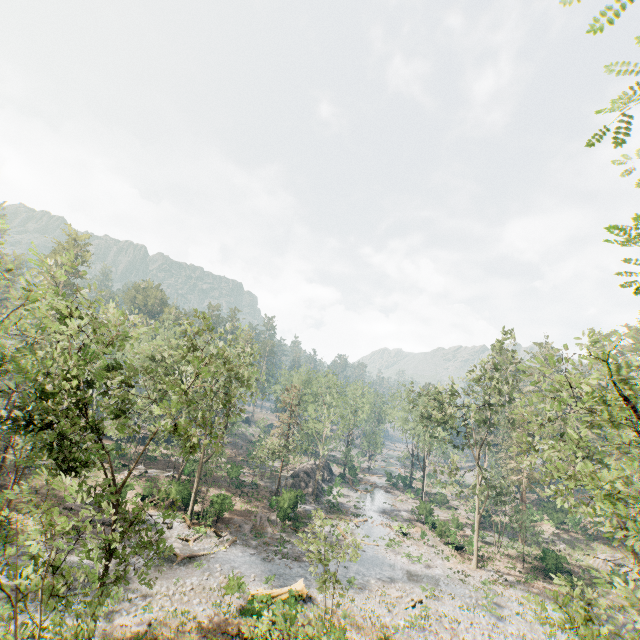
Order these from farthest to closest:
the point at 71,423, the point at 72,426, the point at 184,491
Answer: the point at 184,491 → the point at 72,426 → the point at 71,423

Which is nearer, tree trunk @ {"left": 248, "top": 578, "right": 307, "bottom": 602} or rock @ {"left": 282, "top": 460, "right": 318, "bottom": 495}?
tree trunk @ {"left": 248, "top": 578, "right": 307, "bottom": 602}

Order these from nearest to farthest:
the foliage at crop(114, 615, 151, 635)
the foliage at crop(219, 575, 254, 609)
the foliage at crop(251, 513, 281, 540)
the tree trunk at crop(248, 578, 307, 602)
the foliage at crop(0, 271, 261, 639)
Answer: the foliage at crop(0, 271, 261, 639) < the foliage at crop(114, 615, 151, 635) < the tree trunk at crop(248, 578, 307, 602) < the foliage at crop(219, 575, 254, 609) < the foliage at crop(251, 513, 281, 540)

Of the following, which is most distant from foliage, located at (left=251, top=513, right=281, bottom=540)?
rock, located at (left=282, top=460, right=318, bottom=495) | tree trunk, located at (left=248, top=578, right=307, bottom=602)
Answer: rock, located at (left=282, top=460, right=318, bottom=495)

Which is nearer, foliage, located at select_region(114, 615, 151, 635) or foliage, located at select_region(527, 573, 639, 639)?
foliage, located at select_region(527, 573, 639, 639)

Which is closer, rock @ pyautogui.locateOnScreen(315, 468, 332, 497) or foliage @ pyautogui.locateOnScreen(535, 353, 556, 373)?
foliage @ pyautogui.locateOnScreen(535, 353, 556, 373)

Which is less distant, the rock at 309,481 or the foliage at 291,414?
the foliage at 291,414

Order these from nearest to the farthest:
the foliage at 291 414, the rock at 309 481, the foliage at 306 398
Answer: the foliage at 291 414 → the rock at 309 481 → the foliage at 306 398
